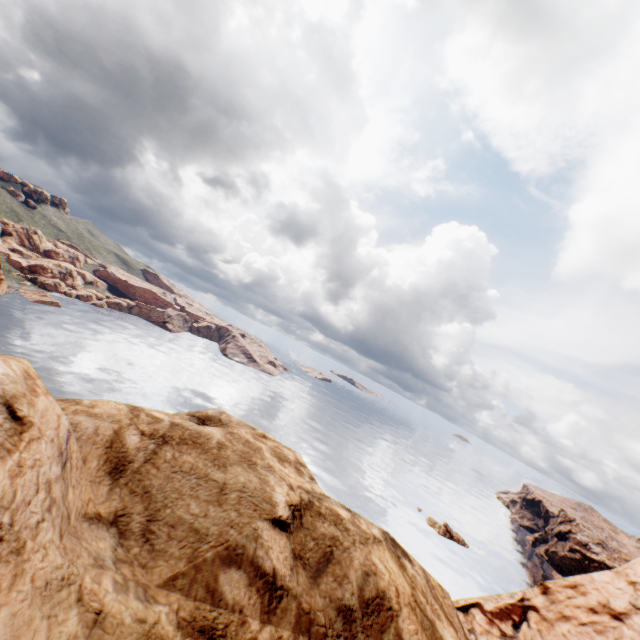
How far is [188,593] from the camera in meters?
2.8
